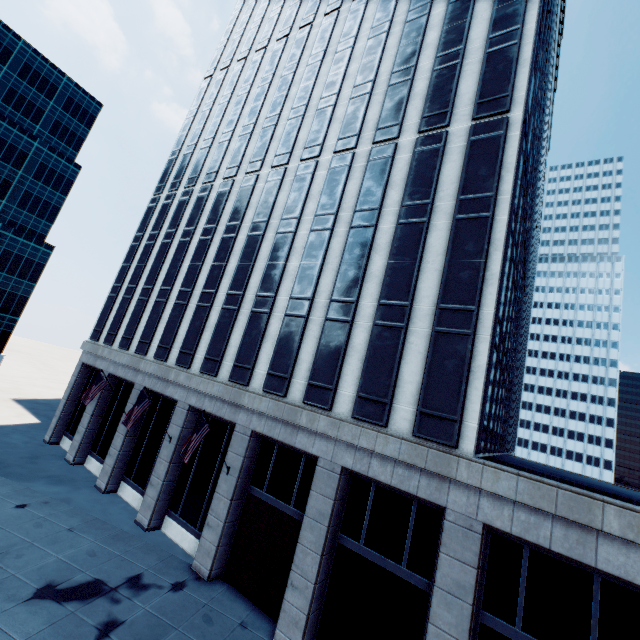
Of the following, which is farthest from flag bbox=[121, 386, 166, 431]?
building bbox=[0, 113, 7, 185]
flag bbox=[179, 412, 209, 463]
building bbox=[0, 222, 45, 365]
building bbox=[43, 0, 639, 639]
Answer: building bbox=[0, 113, 7, 185]

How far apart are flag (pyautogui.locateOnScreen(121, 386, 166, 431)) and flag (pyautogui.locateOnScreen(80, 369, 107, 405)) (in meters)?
5.70

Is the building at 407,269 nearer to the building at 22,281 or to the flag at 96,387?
the flag at 96,387

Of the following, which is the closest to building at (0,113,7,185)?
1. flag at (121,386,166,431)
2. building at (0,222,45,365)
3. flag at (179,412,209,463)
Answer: building at (0,222,45,365)

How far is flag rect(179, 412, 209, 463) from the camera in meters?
15.9 m

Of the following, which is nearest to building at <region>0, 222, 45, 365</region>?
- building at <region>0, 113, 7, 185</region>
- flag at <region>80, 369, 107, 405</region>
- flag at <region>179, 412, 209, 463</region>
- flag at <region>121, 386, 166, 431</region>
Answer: building at <region>0, 113, 7, 185</region>

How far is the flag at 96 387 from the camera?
22.5 meters

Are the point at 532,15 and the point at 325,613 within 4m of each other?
no
